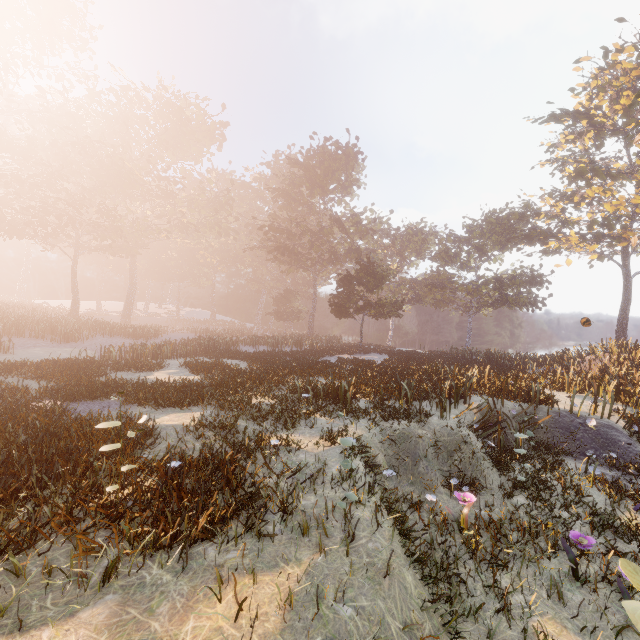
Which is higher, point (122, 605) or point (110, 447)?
point (110, 447)
